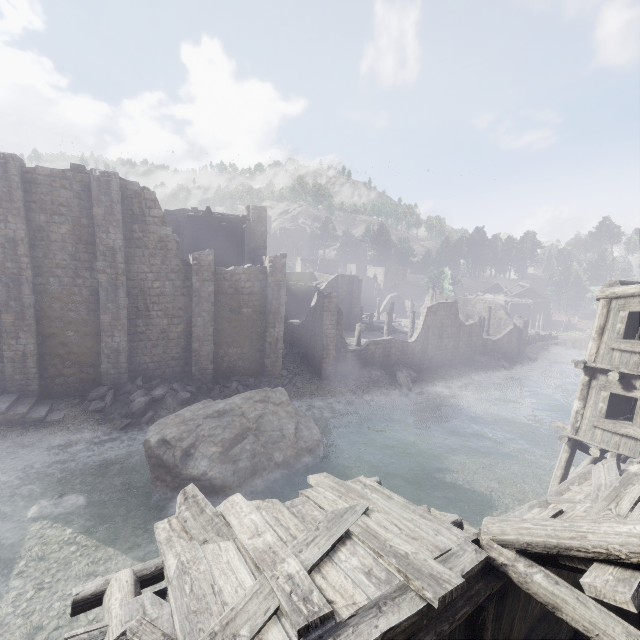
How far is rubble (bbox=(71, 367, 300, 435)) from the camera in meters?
17.9 m

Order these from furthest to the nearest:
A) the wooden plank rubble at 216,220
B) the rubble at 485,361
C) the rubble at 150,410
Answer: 1. the rubble at 485,361
2. the wooden plank rubble at 216,220
3. the rubble at 150,410

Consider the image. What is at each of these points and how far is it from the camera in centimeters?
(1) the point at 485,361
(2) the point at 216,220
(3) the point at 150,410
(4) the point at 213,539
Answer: (1) rubble, 3641cm
(2) wooden plank rubble, 2627cm
(3) rubble, 1800cm
(4) building, 494cm

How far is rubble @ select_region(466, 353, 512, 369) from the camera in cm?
3600

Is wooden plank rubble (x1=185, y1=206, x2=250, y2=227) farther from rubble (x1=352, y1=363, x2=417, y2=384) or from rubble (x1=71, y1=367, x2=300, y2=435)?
rubble (x1=352, y1=363, x2=417, y2=384)

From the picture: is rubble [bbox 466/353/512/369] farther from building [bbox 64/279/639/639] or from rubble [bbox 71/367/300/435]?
rubble [bbox 71/367/300/435]

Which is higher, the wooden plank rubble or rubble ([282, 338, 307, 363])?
the wooden plank rubble

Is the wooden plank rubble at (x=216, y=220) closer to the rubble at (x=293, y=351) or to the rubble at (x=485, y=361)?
the rubble at (x=293, y=351)
